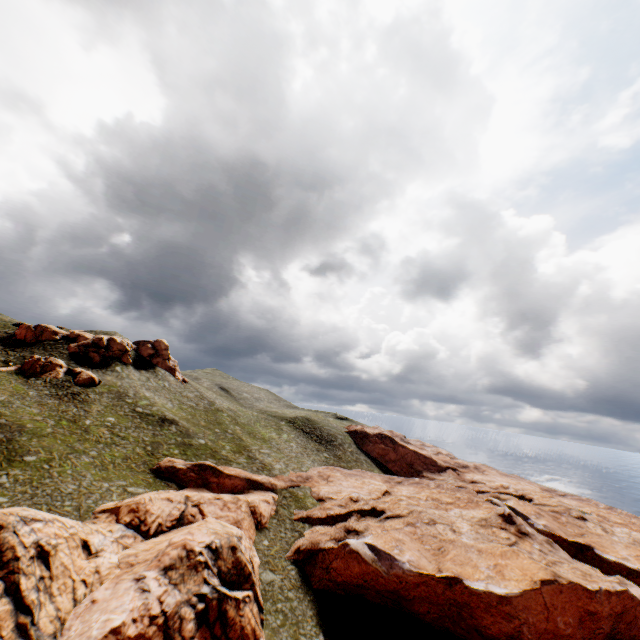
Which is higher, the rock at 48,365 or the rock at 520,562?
the rock at 48,365

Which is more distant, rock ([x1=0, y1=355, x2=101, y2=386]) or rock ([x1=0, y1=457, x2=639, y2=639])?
rock ([x1=0, y1=355, x2=101, y2=386])

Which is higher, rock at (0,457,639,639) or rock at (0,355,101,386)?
rock at (0,355,101,386)

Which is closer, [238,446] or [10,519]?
[10,519]

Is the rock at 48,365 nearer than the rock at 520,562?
No
